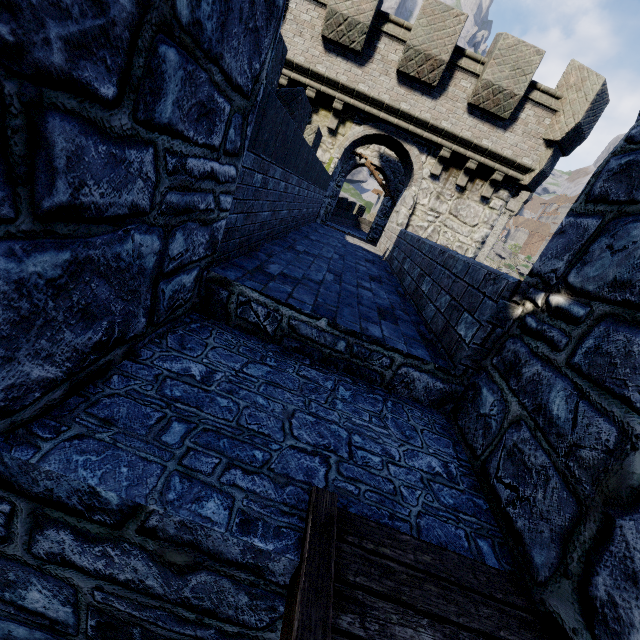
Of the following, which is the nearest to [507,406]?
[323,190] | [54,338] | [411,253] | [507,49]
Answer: [54,338]

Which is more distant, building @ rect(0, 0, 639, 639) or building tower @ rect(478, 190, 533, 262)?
building tower @ rect(478, 190, 533, 262)

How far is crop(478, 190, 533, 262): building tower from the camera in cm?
4947

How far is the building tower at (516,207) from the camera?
49.5m

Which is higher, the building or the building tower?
the building tower

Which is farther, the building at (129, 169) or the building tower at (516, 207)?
the building tower at (516, 207)
